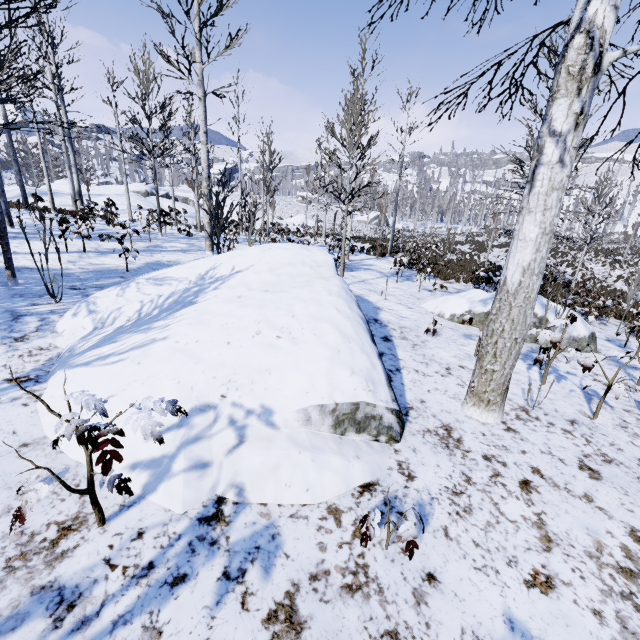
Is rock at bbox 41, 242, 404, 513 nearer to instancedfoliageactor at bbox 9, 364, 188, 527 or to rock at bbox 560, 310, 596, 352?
instancedfoliageactor at bbox 9, 364, 188, 527

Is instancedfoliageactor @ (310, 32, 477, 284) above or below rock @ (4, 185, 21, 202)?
above

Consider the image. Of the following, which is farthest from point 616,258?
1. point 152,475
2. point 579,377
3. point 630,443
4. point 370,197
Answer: point 152,475

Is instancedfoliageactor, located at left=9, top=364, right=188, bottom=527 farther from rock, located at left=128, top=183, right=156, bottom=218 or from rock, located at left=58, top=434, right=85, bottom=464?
rock, located at left=128, top=183, right=156, bottom=218

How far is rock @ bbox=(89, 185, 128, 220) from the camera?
24.72m

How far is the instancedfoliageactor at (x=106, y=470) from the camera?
1.5 meters

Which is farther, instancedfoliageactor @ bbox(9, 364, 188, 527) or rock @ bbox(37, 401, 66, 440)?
rock @ bbox(37, 401, 66, 440)

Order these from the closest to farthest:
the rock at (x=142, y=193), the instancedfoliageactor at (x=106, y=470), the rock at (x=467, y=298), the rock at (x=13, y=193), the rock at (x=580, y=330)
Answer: the instancedfoliageactor at (x=106, y=470) → the rock at (x=580, y=330) → the rock at (x=467, y=298) → the rock at (x=13, y=193) → the rock at (x=142, y=193)
